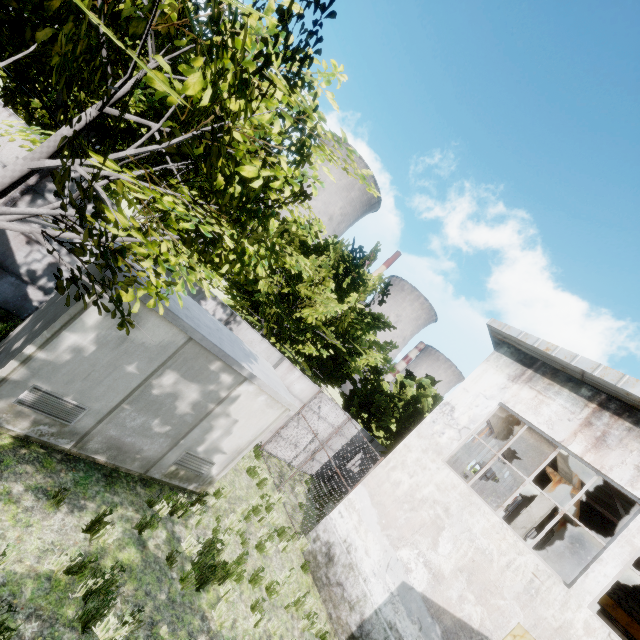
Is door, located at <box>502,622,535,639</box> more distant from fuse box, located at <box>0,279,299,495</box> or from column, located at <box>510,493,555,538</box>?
fuse box, located at <box>0,279,299,495</box>

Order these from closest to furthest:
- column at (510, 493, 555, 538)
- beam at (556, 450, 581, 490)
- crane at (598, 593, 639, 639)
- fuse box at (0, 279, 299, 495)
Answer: fuse box at (0, 279, 299, 495) → beam at (556, 450, 581, 490) → column at (510, 493, 555, 538) → crane at (598, 593, 639, 639)

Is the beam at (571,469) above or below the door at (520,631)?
above

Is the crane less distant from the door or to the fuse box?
the door

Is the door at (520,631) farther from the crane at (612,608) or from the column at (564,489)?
the crane at (612,608)

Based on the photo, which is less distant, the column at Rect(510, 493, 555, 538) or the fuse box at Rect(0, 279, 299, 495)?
the fuse box at Rect(0, 279, 299, 495)

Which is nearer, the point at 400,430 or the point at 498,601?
the point at 498,601

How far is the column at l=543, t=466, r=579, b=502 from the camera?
11.30m
